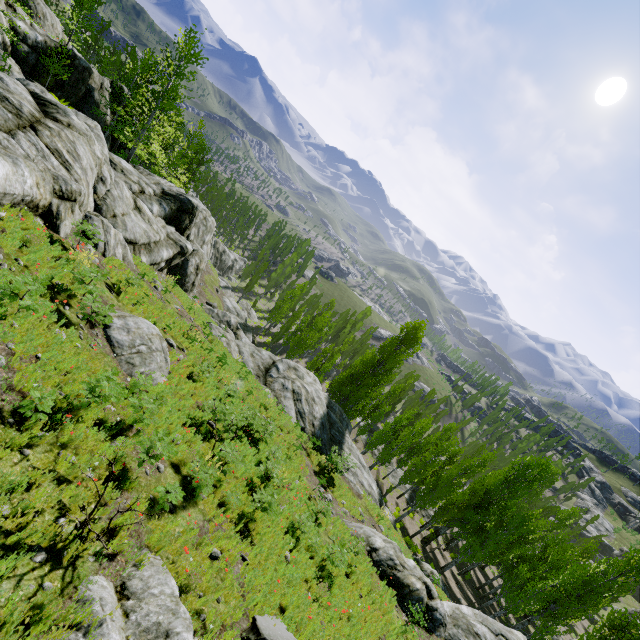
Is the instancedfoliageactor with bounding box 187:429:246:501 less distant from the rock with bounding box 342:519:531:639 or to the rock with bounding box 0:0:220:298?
the rock with bounding box 0:0:220:298

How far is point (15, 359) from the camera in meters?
6.3

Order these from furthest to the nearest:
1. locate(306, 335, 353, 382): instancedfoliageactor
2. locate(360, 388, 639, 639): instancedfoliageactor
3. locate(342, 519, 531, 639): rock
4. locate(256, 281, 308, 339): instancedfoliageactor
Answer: locate(256, 281, 308, 339): instancedfoliageactor, locate(306, 335, 353, 382): instancedfoliageactor, locate(360, 388, 639, 639): instancedfoliageactor, locate(342, 519, 531, 639): rock

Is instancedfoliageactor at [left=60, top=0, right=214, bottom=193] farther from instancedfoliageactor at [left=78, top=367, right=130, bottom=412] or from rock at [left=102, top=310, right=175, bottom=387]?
instancedfoliageactor at [left=78, top=367, right=130, bottom=412]

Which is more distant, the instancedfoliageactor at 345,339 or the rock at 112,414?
the instancedfoliageactor at 345,339

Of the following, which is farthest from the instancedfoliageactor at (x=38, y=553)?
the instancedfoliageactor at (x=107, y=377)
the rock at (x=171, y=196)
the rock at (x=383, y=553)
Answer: the rock at (x=383, y=553)

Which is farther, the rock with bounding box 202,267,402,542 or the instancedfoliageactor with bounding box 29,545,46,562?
the rock with bounding box 202,267,402,542
